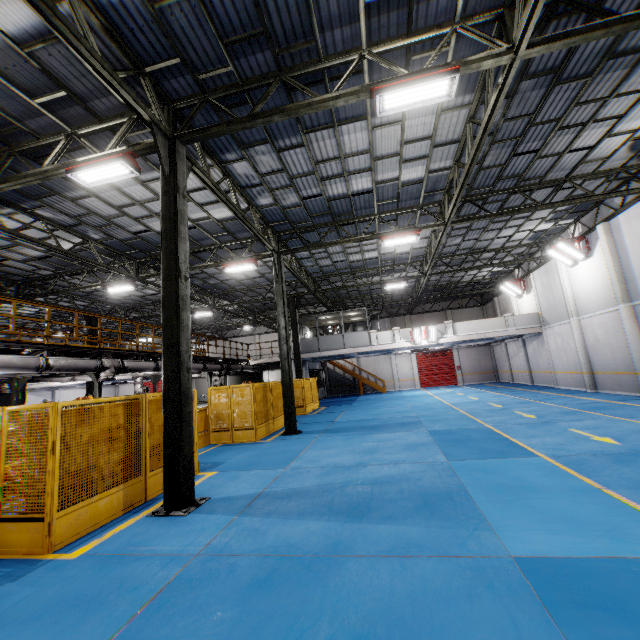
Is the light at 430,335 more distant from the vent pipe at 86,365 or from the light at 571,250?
the vent pipe at 86,365

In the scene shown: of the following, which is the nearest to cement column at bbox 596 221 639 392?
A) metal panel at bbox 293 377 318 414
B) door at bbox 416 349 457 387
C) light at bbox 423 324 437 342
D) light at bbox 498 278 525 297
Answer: light at bbox 498 278 525 297

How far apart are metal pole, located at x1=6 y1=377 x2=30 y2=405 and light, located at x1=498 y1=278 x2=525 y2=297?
28.6 meters

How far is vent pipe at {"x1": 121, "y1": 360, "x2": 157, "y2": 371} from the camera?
13.1 meters

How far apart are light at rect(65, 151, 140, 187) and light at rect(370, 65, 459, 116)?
5.67m

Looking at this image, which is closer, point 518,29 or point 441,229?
point 518,29

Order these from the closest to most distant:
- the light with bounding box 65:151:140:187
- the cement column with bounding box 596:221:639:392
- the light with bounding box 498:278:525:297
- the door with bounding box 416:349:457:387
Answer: the light with bounding box 65:151:140:187 < the cement column with bounding box 596:221:639:392 < the light with bounding box 498:278:525:297 < the door with bounding box 416:349:457:387

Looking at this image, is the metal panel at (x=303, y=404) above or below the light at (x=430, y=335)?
below
